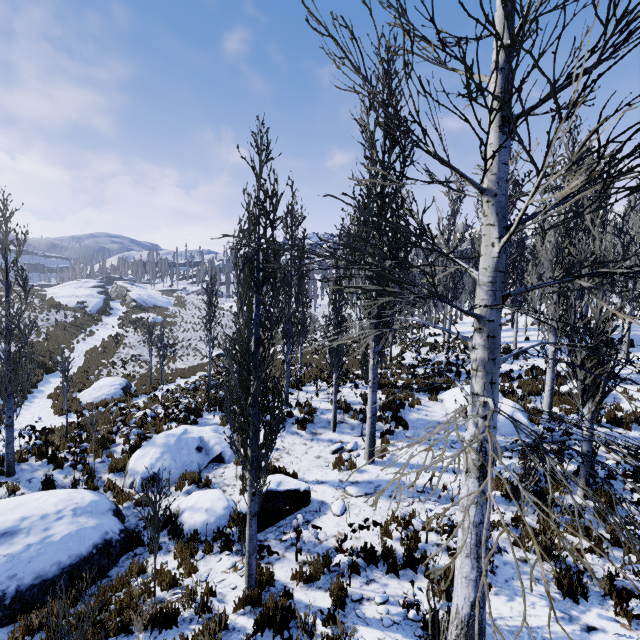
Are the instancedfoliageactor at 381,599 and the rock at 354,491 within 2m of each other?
no

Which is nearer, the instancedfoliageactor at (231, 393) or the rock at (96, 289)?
the instancedfoliageactor at (231, 393)

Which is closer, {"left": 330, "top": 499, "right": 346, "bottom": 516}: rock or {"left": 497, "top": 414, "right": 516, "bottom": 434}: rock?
{"left": 330, "top": 499, "right": 346, "bottom": 516}: rock

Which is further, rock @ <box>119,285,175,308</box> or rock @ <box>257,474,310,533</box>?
rock @ <box>119,285,175,308</box>

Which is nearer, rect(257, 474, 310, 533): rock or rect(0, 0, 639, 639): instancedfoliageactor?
rect(0, 0, 639, 639): instancedfoliageactor

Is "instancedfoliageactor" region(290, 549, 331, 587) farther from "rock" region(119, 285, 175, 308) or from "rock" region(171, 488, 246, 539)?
"rock" region(119, 285, 175, 308)

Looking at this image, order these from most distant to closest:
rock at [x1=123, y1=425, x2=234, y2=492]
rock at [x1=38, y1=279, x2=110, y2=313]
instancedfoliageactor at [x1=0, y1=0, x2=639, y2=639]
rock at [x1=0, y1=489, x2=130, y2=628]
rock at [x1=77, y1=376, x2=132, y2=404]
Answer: rock at [x1=38, y1=279, x2=110, y2=313] → rock at [x1=77, y1=376, x2=132, y2=404] → rock at [x1=123, y1=425, x2=234, y2=492] → rock at [x1=0, y1=489, x2=130, y2=628] → instancedfoliageactor at [x1=0, y1=0, x2=639, y2=639]

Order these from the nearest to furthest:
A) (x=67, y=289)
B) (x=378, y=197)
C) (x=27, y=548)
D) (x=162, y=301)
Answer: (x=27, y=548), (x=378, y=197), (x=67, y=289), (x=162, y=301)
